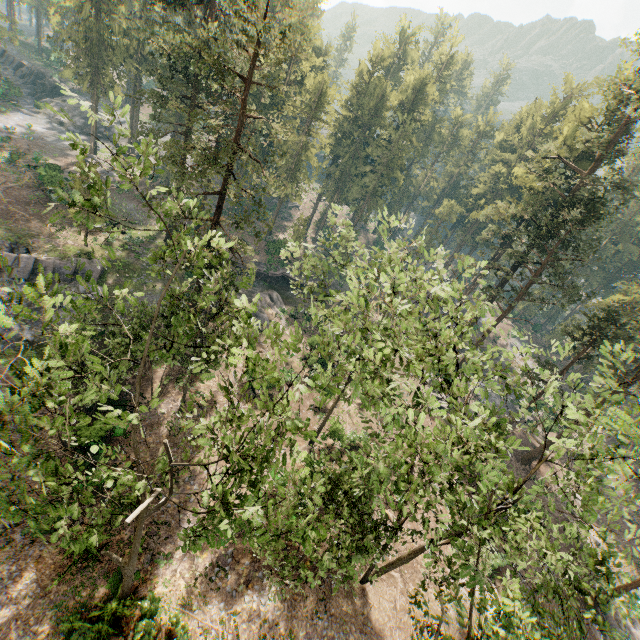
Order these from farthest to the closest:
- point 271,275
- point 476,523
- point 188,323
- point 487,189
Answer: point 487,189 → point 271,275 → point 188,323 → point 476,523

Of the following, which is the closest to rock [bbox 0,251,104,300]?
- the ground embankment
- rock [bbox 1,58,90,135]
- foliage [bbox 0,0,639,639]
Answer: foliage [bbox 0,0,639,639]

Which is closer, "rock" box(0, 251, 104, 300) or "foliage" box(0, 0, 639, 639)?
"foliage" box(0, 0, 639, 639)

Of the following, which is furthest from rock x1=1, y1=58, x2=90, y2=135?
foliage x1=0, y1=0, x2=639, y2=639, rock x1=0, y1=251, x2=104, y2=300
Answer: rock x1=0, y1=251, x2=104, y2=300

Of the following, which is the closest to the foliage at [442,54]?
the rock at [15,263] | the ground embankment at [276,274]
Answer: the rock at [15,263]

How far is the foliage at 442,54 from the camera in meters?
56.9 m

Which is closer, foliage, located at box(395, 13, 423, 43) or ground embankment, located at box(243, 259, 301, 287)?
ground embankment, located at box(243, 259, 301, 287)

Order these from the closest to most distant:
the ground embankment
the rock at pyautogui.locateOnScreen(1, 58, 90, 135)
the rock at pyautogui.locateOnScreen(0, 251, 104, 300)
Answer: the rock at pyautogui.locateOnScreen(0, 251, 104, 300), the ground embankment, the rock at pyautogui.locateOnScreen(1, 58, 90, 135)
